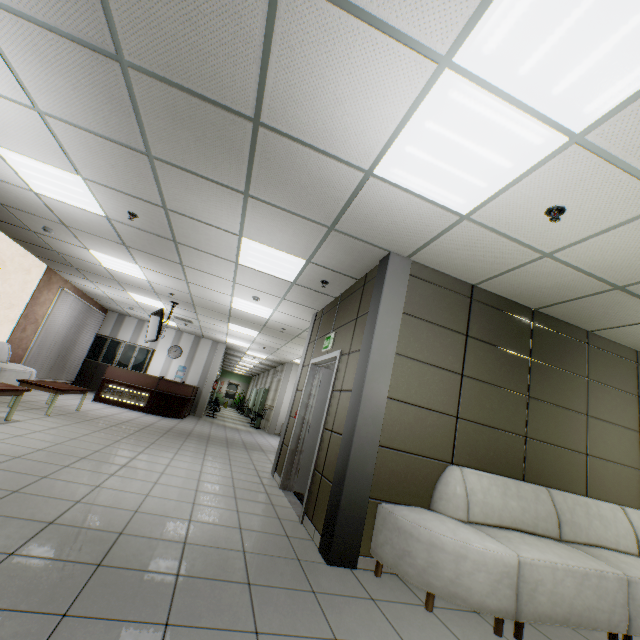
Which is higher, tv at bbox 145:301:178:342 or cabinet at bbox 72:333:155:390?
tv at bbox 145:301:178:342

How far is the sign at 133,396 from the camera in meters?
10.0

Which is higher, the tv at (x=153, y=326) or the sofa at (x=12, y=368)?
the tv at (x=153, y=326)

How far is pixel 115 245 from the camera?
5.9m

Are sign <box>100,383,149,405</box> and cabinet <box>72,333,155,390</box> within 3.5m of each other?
yes

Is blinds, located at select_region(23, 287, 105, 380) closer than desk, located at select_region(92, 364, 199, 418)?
Yes

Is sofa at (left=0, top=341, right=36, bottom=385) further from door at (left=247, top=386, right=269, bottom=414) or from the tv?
door at (left=247, top=386, right=269, bottom=414)

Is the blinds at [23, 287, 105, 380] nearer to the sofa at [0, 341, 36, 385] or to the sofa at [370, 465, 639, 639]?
the sofa at [0, 341, 36, 385]
